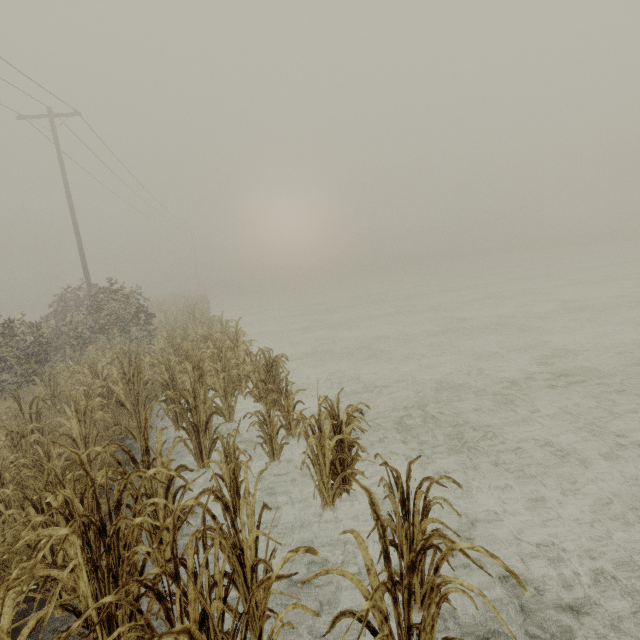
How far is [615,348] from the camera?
8.27m
